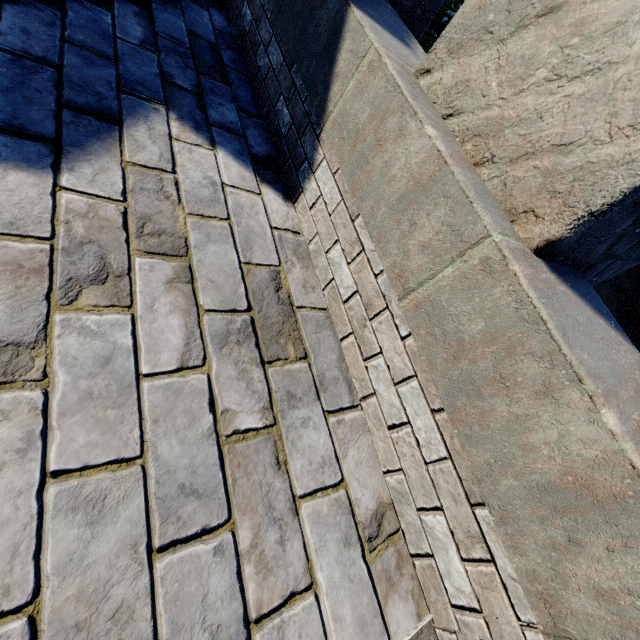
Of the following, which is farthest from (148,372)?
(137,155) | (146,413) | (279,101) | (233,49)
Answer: (233,49)
